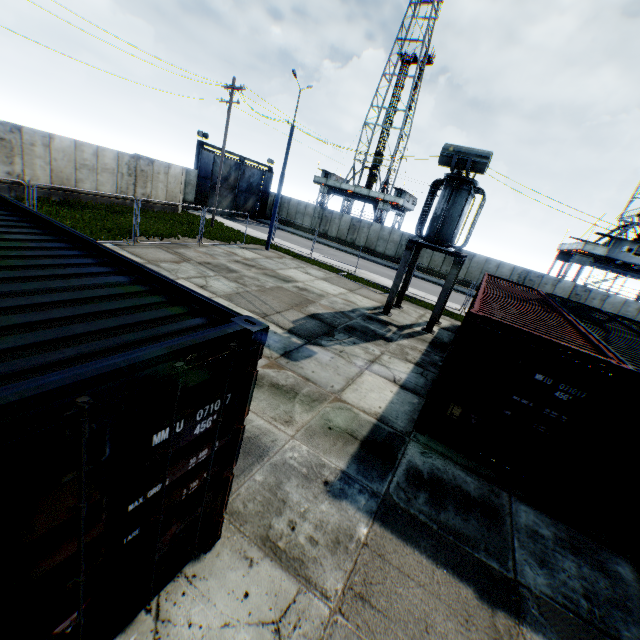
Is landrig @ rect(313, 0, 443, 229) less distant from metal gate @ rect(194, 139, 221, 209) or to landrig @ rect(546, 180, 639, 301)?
metal gate @ rect(194, 139, 221, 209)

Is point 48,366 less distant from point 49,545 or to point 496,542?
point 49,545

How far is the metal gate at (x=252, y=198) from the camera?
32.9 meters

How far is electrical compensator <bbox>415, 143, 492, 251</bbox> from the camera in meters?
11.9 m

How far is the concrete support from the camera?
13.8m

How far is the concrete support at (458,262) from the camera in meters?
13.8

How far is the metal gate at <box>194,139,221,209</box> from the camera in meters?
29.4 m
